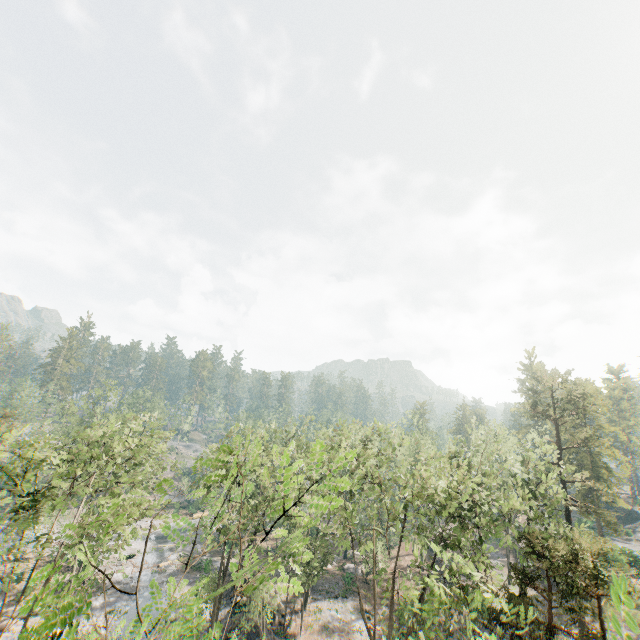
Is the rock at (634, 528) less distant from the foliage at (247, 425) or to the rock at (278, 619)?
the foliage at (247, 425)

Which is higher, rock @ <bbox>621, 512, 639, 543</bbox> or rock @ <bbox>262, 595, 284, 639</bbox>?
rock @ <bbox>621, 512, 639, 543</bbox>

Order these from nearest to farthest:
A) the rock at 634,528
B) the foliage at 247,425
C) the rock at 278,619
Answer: the foliage at 247,425, the rock at 278,619, the rock at 634,528

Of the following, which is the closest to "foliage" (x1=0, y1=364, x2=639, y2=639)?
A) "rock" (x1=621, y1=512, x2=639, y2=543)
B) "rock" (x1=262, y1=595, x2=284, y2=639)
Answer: "rock" (x1=621, y1=512, x2=639, y2=543)

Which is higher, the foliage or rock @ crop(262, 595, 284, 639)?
the foliage

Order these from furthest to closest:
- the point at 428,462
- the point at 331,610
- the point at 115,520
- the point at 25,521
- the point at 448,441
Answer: the point at 448,441
the point at 331,610
the point at 428,462
the point at 25,521
the point at 115,520
